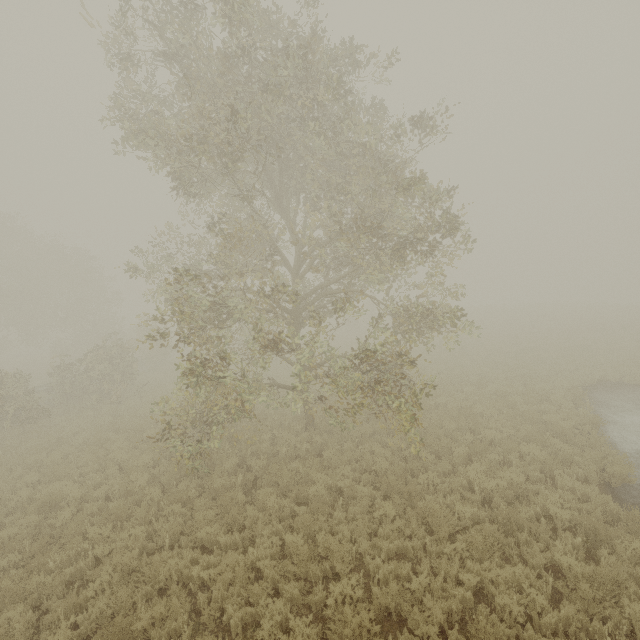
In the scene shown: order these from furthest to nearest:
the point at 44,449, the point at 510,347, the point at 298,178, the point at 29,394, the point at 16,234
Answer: the point at 16,234
the point at 510,347
the point at 29,394
the point at 44,449
the point at 298,178
